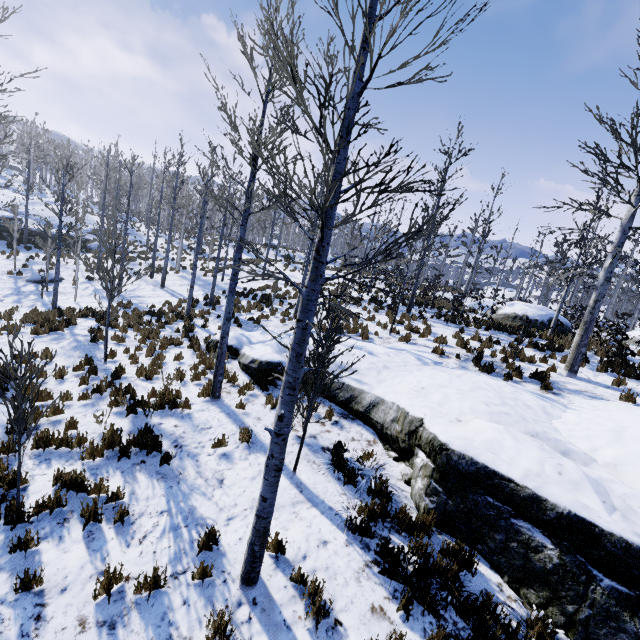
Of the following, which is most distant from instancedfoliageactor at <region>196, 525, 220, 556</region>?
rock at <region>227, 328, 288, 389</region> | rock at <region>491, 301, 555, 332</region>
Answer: → rock at <region>491, 301, 555, 332</region>

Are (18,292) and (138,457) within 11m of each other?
no

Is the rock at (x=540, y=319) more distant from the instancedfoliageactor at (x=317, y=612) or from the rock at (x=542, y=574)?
the rock at (x=542, y=574)

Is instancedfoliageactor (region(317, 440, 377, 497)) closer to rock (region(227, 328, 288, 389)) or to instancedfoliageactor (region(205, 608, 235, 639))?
rock (region(227, 328, 288, 389))

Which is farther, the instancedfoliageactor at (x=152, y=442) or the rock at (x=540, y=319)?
the rock at (x=540, y=319)

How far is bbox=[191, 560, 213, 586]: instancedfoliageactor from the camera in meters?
4.2

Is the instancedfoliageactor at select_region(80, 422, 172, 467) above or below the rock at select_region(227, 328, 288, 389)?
below

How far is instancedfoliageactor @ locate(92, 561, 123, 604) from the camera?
3.9 meters
